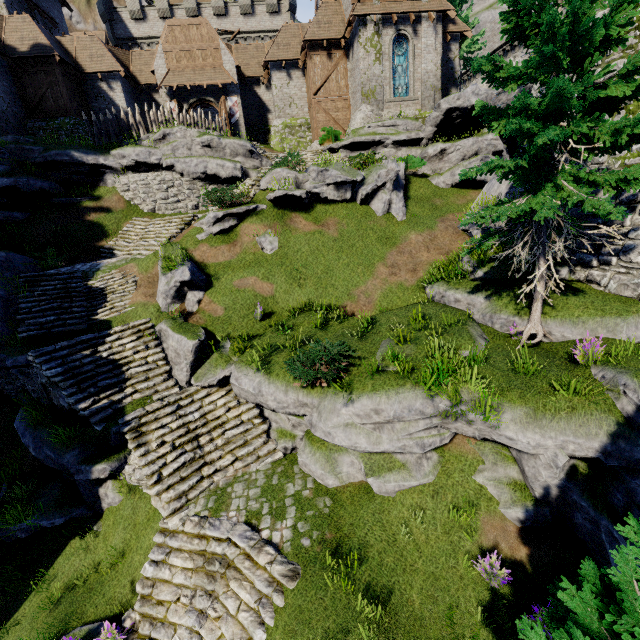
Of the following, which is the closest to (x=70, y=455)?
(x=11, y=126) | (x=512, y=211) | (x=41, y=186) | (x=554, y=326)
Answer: (x=512, y=211)

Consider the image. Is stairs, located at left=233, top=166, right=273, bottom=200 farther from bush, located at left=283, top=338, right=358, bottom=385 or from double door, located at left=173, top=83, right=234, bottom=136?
bush, located at left=283, top=338, right=358, bottom=385

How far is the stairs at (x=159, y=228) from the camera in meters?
16.8 m

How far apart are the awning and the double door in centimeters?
48cm

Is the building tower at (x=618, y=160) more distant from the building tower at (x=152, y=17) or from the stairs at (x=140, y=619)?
the building tower at (x=152, y=17)

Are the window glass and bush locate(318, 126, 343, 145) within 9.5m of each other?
yes

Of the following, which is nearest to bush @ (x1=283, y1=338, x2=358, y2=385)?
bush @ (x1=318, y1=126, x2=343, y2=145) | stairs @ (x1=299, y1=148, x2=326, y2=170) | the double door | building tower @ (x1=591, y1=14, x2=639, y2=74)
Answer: building tower @ (x1=591, y1=14, x2=639, y2=74)

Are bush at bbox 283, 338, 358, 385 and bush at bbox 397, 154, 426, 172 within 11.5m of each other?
no
